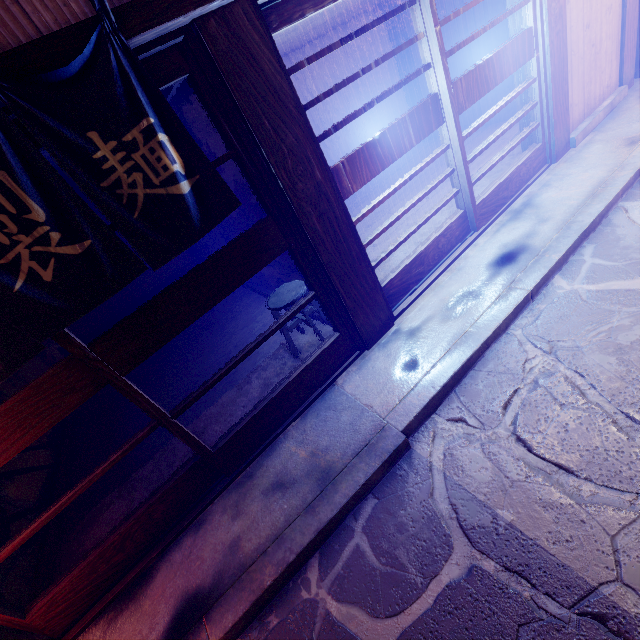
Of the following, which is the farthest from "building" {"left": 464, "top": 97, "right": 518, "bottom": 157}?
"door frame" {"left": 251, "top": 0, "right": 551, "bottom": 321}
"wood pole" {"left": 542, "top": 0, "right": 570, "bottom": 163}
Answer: "door frame" {"left": 251, "top": 0, "right": 551, "bottom": 321}

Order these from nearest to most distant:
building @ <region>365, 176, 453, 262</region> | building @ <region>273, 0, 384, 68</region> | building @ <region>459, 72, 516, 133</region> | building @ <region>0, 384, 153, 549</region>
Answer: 1. building @ <region>0, 384, 153, 549</region>
2. building @ <region>273, 0, 384, 68</region>
3. building @ <region>365, 176, 453, 262</region>
4. building @ <region>459, 72, 516, 133</region>

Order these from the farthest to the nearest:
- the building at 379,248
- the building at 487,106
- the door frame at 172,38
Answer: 1. the building at 487,106
2. the building at 379,248
3. the door frame at 172,38

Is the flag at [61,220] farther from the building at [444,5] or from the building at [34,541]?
the building at [444,5]

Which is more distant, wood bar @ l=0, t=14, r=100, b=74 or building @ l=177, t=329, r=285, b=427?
building @ l=177, t=329, r=285, b=427

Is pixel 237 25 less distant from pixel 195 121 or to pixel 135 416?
pixel 195 121

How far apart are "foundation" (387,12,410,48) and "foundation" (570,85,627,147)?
6.7 meters

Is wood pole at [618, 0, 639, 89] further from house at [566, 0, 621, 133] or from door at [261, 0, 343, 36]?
door at [261, 0, 343, 36]
